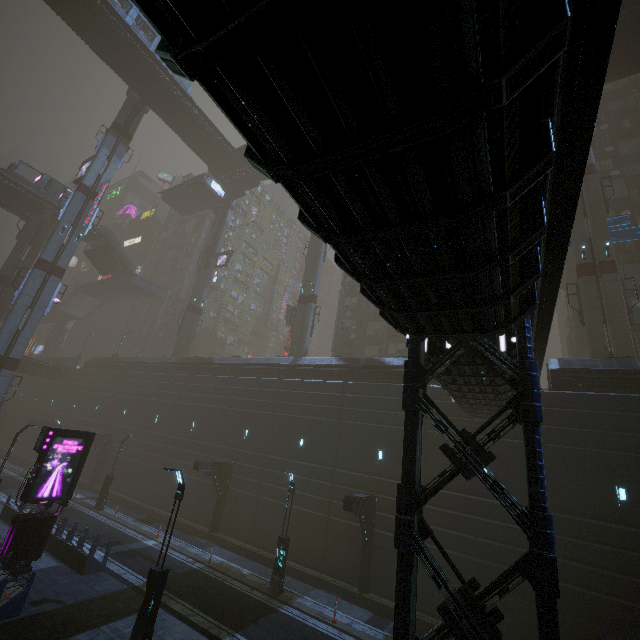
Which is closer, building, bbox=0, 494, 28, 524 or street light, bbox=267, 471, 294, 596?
street light, bbox=267, 471, 294, 596

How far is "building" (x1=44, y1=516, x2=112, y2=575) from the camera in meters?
15.2 m

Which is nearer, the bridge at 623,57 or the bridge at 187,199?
the bridge at 623,57

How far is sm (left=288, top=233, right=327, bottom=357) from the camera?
33.1 meters

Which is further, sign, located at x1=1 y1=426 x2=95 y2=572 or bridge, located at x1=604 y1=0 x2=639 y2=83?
bridge, located at x1=604 y1=0 x2=639 y2=83

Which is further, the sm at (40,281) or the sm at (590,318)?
the sm at (40,281)

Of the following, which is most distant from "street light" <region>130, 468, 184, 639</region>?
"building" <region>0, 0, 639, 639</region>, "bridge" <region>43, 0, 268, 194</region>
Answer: "bridge" <region>43, 0, 268, 194</region>

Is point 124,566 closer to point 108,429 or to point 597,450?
point 108,429
